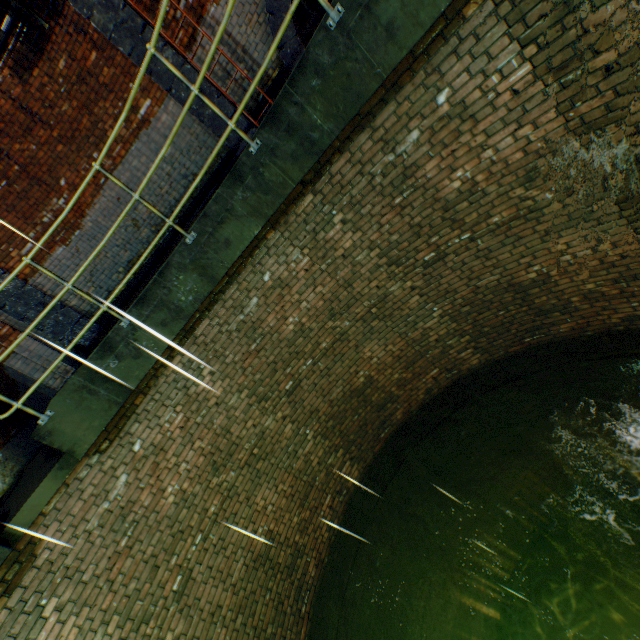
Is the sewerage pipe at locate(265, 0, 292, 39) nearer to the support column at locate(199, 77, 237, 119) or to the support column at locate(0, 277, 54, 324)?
the support column at locate(199, 77, 237, 119)

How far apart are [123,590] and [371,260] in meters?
5.4 m

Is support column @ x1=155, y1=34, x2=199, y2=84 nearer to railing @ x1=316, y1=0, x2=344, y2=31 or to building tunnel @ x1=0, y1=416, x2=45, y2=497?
railing @ x1=316, y1=0, x2=344, y2=31

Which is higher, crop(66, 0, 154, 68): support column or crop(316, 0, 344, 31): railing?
crop(66, 0, 154, 68): support column

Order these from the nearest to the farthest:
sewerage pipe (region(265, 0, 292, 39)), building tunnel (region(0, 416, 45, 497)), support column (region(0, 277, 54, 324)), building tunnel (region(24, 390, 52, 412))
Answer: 1. sewerage pipe (region(265, 0, 292, 39))
2. support column (region(0, 277, 54, 324))
3. building tunnel (region(24, 390, 52, 412))
4. building tunnel (region(0, 416, 45, 497))

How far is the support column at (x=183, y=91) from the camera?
5.9m

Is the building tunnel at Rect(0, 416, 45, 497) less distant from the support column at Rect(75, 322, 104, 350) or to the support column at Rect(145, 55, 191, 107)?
the support column at Rect(75, 322, 104, 350)

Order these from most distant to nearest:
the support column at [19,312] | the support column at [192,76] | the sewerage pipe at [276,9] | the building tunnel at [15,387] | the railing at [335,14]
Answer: the building tunnel at [15,387], the support column at [19,312], the support column at [192,76], the sewerage pipe at [276,9], the railing at [335,14]
